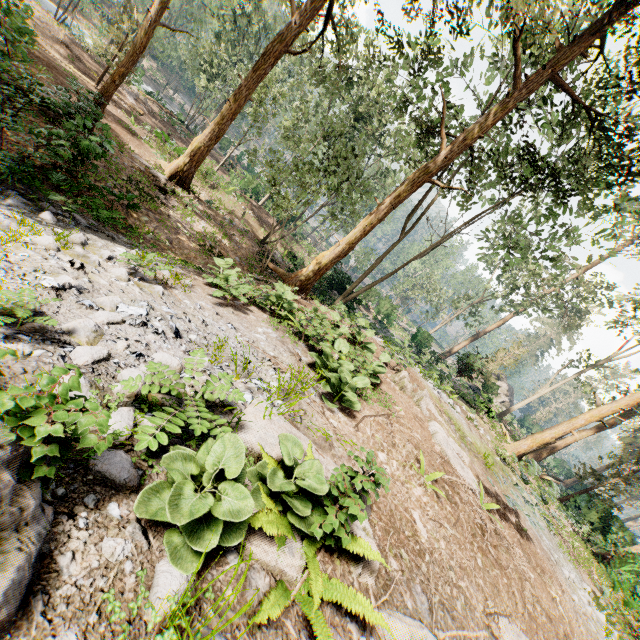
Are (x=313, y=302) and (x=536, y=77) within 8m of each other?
no

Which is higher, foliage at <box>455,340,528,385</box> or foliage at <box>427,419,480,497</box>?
foliage at <box>455,340,528,385</box>

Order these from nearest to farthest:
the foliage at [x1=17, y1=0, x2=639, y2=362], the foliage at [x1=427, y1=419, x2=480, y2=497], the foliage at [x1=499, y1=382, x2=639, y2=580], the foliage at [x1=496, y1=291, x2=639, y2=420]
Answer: the foliage at [x1=427, y1=419, x2=480, y2=497]
the foliage at [x1=17, y1=0, x2=639, y2=362]
the foliage at [x1=499, y1=382, x2=639, y2=580]
the foliage at [x1=496, y1=291, x2=639, y2=420]

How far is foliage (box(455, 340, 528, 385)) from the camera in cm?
1853

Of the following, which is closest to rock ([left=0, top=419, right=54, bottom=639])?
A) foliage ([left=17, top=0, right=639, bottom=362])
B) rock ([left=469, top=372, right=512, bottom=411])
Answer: foliage ([left=17, top=0, right=639, bottom=362])

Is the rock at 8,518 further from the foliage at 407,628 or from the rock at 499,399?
the rock at 499,399
